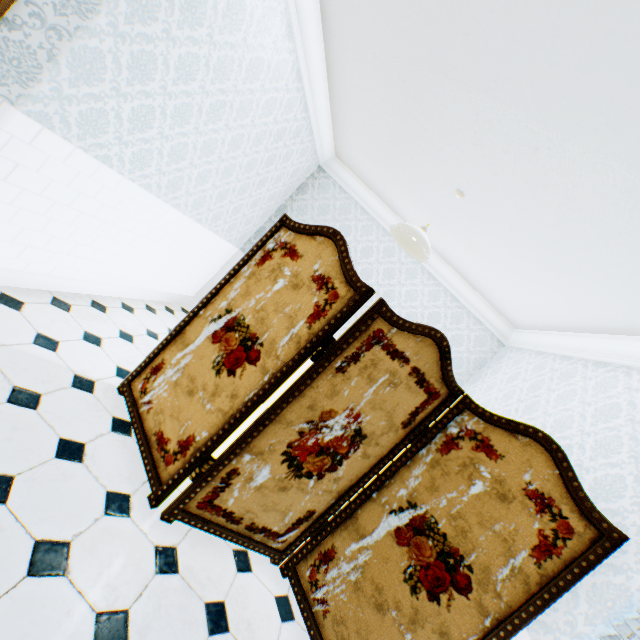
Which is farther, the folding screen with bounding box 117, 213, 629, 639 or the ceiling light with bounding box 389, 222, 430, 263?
the ceiling light with bounding box 389, 222, 430, 263

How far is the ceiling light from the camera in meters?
2.8

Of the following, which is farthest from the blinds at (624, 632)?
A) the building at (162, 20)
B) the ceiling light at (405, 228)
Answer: the ceiling light at (405, 228)

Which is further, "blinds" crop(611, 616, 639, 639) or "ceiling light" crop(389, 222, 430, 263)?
"ceiling light" crop(389, 222, 430, 263)

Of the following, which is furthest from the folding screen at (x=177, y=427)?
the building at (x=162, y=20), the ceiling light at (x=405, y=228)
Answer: the ceiling light at (x=405, y=228)

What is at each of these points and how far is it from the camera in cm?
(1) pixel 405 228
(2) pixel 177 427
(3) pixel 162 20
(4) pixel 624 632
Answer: (1) ceiling light, 284
(2) folding screen, 210
(3) building, 186
(4) blinds, 143

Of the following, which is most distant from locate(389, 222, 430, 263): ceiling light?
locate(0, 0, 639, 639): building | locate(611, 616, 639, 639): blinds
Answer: locate(611, 616, 639, 639): blinds

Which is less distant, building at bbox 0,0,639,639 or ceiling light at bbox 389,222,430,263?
building at bbox 0,0,639,639
